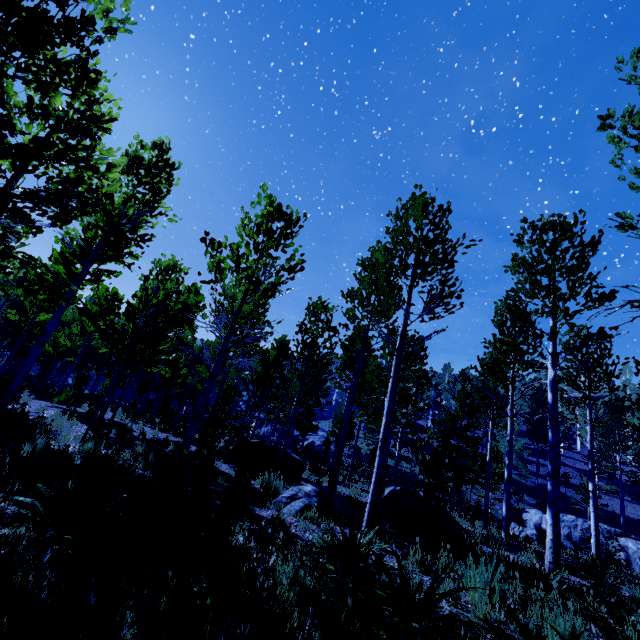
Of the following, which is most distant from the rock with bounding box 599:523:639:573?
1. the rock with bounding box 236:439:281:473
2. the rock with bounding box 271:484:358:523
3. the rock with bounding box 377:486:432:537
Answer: the rock with bounding box 271:484:358:523

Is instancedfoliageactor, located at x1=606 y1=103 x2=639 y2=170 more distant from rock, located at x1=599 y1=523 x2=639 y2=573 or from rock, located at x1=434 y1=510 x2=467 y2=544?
rock, located at x1=599 y1=523 x2=639 y2=573

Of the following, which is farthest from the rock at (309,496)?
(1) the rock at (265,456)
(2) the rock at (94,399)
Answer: (2) the rock at (94,399)

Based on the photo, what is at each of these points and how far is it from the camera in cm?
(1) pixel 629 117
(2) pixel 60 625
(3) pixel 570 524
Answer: (1) instancedfoliageactor, 365
(2) instancedfoliageactor, 166
(3) rock, 1805

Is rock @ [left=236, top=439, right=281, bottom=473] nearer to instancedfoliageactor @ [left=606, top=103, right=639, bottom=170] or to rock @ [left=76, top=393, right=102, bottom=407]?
instancedfoliageactor @ [left=606, top=103, right=639, bottom=170]

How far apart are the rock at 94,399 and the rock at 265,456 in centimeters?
1338cm

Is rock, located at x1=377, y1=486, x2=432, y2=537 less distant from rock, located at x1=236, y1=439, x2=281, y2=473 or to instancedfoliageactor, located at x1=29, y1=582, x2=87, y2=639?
instancedfoliageactor, located at x1=29, y1=582, x2=87, y2=639

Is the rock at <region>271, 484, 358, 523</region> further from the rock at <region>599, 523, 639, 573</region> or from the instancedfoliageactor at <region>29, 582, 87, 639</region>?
the rock at <region>599, 523, 639, 573</region>
